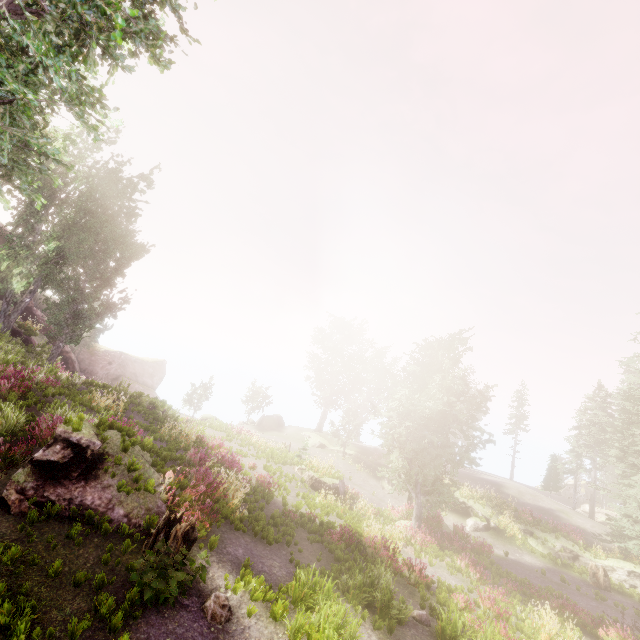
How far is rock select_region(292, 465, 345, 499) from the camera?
21.5 meters

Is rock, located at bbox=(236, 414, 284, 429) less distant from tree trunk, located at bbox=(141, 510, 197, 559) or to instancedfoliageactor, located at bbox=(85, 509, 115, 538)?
instancedfoliageactor, located at bbox=(85, 509, 115, 538)

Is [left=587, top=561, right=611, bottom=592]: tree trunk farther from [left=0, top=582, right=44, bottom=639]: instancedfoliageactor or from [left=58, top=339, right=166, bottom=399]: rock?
[left=58, top=339, right=166, bottom=399]: rock

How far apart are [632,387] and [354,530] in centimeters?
2569cm

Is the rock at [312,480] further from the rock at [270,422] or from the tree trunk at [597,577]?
the rock at [270,422]

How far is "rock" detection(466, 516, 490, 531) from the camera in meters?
23.7

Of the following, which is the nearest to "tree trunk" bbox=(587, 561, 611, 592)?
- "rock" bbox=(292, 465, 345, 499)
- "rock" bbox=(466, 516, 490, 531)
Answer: "rock" bbox=(466, 516, 490, 531)

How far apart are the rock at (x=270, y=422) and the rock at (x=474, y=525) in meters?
23.1
